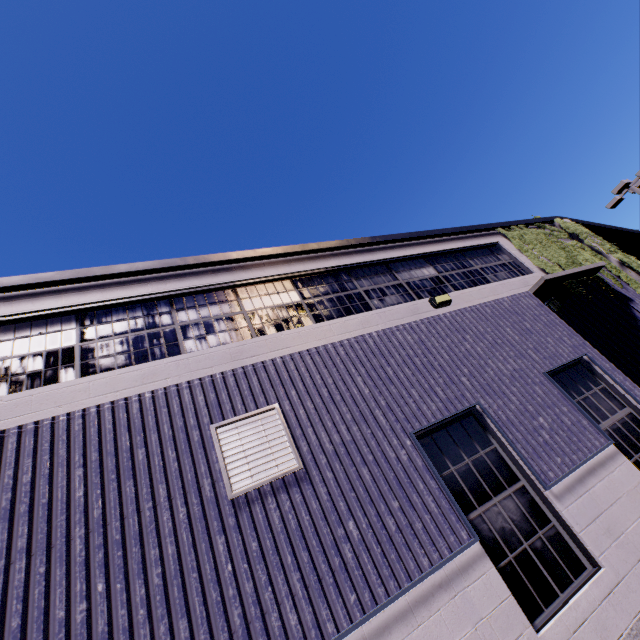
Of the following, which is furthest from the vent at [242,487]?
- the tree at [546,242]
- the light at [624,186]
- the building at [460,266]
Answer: the light at [624,186]

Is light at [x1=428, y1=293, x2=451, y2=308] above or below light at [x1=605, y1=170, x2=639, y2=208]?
below

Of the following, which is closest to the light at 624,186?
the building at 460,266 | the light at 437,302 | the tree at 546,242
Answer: the building at 460,266

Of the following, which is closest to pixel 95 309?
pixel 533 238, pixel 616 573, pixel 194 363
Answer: pixel 194 363

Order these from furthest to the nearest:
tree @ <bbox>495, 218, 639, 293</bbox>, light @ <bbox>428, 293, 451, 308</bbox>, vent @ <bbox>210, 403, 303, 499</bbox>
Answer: tree @ <bbox>495, 218, 639, 293</bbox>, light @ <bbox>428, 293, 451, 308</bbox>, vent @ <bbox>210, 403, 303, 499</bbox>

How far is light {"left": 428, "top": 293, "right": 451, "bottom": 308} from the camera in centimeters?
707cm

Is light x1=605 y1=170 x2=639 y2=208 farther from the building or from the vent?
the vent

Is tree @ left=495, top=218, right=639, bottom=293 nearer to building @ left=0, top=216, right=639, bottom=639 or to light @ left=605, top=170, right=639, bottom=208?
building @ left=0, top=216, right=639, bottom=639
